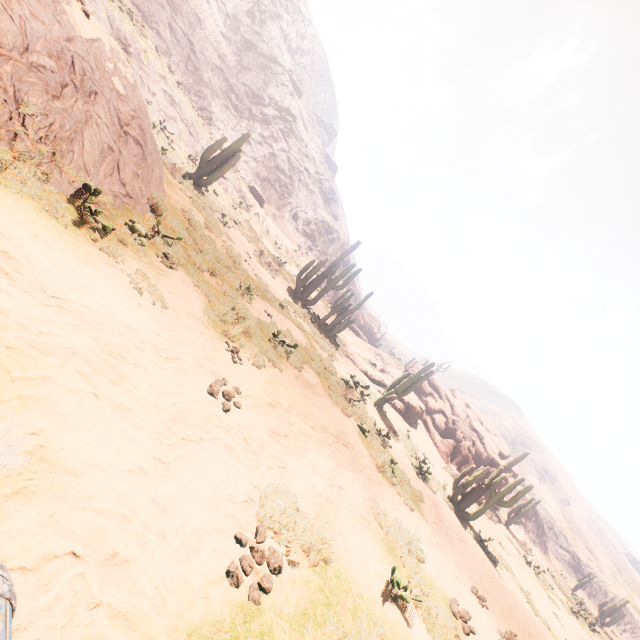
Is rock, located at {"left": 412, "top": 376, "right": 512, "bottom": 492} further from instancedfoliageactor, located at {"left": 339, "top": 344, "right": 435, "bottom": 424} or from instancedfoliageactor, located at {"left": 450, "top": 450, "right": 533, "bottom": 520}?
instancedfoliageactor, located at {"left": 450, "top": 450, "right": 533, "bottom": 520}

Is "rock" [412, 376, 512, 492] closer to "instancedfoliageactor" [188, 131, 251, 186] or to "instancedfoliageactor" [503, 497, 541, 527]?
"instancedfoliageactor" [503, 497, 541, 527]

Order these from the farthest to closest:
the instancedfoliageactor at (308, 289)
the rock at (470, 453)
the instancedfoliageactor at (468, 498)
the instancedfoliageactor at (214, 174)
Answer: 1. the rock at (470, 453)
2. the instancedfoliageactor at (308, 289)
3. the instancedfoliageactor at (214, 174)
4. the instancedfoliageactor at (468, 498)

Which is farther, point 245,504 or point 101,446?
point 245,504

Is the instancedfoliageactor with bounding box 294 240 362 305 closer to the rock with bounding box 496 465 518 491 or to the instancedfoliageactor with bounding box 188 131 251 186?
the instancedfoliageactor with bounding box 188 131 251 186

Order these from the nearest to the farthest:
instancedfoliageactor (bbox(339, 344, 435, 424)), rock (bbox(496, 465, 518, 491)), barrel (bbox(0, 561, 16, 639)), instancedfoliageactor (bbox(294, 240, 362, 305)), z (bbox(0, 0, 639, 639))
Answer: barrel (bbox(0, 561, 16, 639)) < z (bbox(0, 0, 639, 639)) < instancedfoliageactor (bbox(339, 344, 435, 424)) < instancedfoliageactor (bbox(294, 240, 362, 305)) < rock (bbox(496, 465, 518, 491))

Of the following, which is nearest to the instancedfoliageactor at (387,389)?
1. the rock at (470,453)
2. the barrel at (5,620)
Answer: the barrel at (5,620)

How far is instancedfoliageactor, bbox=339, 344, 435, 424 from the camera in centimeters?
1521cm
